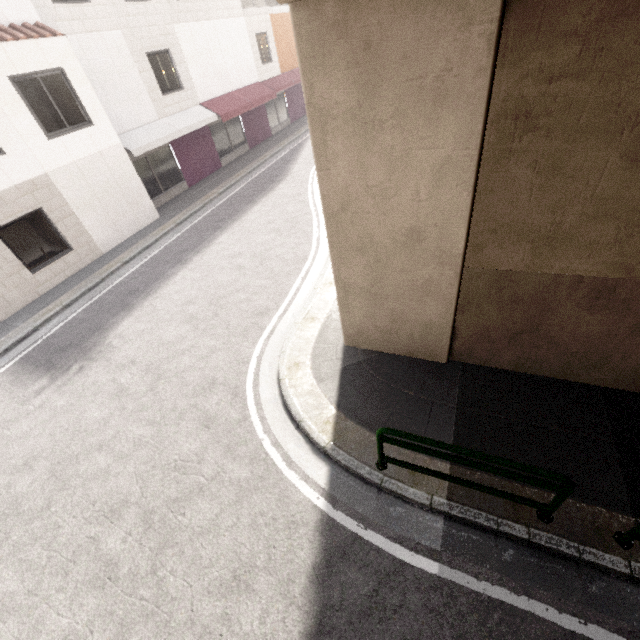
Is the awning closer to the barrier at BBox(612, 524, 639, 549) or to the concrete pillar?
the concrete pillar

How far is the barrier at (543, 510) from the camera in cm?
334

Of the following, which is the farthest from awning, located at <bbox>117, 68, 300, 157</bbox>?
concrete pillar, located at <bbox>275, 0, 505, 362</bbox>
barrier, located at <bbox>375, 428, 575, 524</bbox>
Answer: barrier, located at <bbox>375, 428, 575, 524</bbox>

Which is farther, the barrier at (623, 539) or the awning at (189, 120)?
the awning at (189, 120)

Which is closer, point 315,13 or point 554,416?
point 315,13

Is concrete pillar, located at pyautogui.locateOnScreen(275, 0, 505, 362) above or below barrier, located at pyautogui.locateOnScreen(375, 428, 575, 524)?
above

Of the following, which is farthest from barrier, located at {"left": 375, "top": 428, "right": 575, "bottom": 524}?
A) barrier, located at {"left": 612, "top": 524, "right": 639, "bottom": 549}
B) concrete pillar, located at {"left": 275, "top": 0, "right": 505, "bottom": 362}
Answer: concrete pillar, located at {"left": 275, "top": 0, "right": 505, "bottom": 362}

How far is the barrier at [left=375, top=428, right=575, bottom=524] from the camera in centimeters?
334cm
